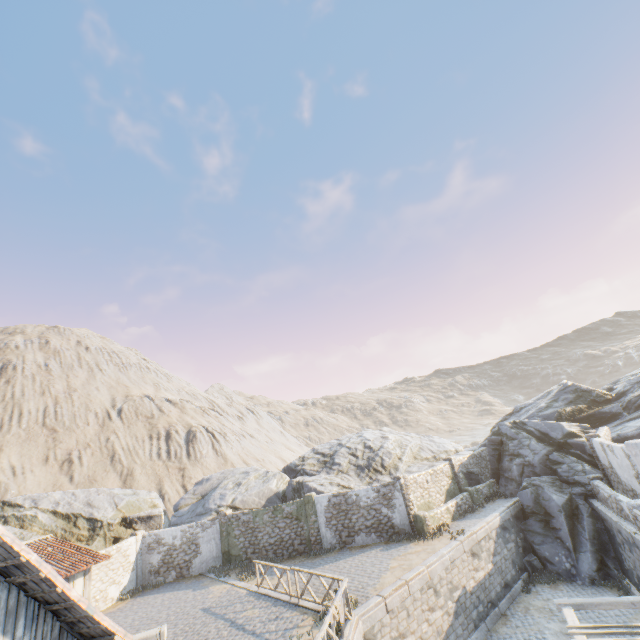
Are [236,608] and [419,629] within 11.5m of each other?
yes

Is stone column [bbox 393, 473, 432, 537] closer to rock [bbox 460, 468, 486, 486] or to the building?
rock [bbox 460, 468, 486, 486]

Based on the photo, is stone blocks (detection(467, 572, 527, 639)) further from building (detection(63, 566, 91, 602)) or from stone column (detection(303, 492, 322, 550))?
stone column (detection(303, 492, 322, 550))

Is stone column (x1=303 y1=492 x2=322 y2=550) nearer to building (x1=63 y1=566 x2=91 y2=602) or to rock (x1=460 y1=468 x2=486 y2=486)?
rock (x1=460 y1=468 x2=486 y2=486)

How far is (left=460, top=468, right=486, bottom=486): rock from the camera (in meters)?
23.83

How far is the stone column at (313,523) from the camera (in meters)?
19.67

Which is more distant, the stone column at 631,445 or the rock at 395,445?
the rock at 395,445

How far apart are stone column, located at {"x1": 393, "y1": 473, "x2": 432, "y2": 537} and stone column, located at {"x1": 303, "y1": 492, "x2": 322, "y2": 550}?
5.12m
